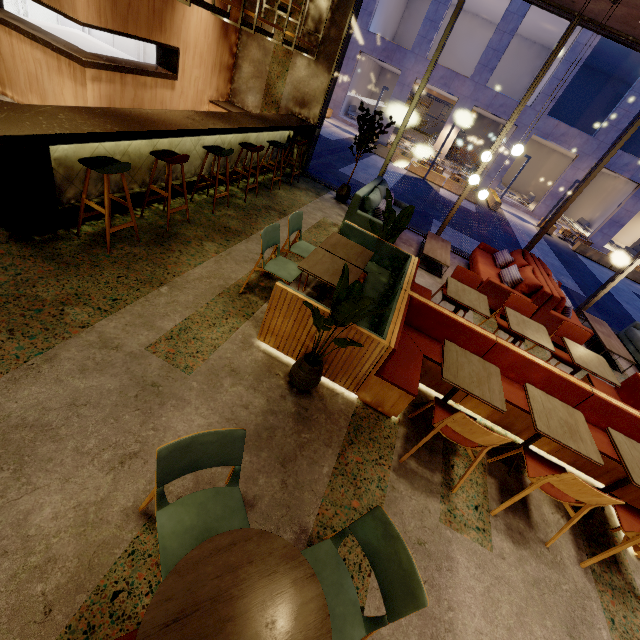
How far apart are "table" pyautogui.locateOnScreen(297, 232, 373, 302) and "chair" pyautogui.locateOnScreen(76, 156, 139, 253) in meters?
2.1 m

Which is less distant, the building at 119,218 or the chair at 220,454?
the chair at 220,454

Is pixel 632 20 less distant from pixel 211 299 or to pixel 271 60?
pixel 271 60

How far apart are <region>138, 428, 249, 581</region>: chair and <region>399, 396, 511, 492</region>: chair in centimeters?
105cm

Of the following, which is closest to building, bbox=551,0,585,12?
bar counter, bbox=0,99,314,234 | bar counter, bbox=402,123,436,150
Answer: bar counter, bbox=0,99,314,234

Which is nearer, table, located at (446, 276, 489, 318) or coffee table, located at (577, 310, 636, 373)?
table, located at (446, 276, 489, 318)

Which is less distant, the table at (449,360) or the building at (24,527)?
the building at (24,527)

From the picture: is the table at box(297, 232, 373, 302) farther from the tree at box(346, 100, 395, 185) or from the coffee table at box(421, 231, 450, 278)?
the tree at box(346, 100, 395, 185)
